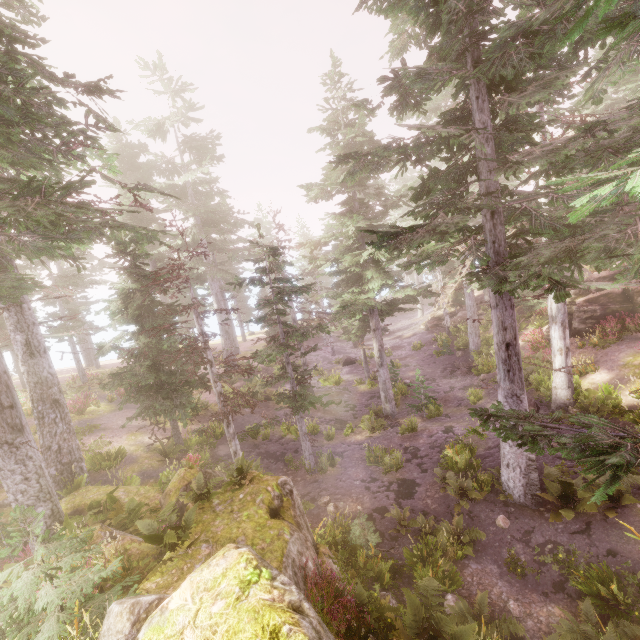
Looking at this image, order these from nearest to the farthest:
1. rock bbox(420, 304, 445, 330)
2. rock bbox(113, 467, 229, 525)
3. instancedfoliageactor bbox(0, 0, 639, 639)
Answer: instancedfoliageactor bbox(0, 0, 639, 639) → rock bbox(113, 467, 229, 525) → rock bbox(420, 304, 445, 330)

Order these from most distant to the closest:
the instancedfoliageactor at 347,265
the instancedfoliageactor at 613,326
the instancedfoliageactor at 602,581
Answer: the instancedfoliageactor at 613,326
the instancedfoliageactor at 602,581
the instancedfoliageactor at 347,265

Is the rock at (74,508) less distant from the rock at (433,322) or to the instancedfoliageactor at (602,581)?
the instancedfoliageactor at (602,581)

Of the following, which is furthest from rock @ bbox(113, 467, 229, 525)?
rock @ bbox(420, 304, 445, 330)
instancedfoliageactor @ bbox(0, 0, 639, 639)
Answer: rock @ bbox(420, 304, 445, 330)

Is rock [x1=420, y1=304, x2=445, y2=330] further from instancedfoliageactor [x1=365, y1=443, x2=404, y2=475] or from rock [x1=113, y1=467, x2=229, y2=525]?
rock [x1=113, y1=467, x2=229, y2=525]

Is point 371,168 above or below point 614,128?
above
